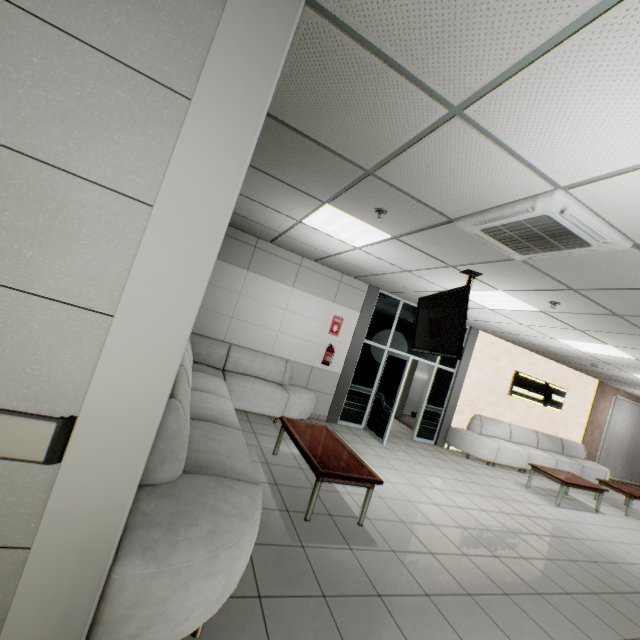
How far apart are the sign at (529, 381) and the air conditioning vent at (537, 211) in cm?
707

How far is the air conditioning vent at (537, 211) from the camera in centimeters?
237cm

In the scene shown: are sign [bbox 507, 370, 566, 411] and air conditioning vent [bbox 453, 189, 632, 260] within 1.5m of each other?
no

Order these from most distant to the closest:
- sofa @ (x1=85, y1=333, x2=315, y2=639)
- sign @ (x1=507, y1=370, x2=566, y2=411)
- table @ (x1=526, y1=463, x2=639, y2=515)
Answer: sign @ (x1=507, y1=370, x2=566, y2=411)
table @ (x1=526, y1=463, x2=639, y2=515)
sofa @ (x1=85, y1=333, x2=315, y2=639)

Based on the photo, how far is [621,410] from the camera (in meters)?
11.20

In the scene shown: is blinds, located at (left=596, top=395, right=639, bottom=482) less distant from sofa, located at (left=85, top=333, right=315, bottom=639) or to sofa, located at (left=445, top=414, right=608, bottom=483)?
sofa, located at (left=445, top=414, right=608, bottom=483)

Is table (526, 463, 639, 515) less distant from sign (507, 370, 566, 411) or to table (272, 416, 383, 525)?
sign (507, 370, 566, 411)

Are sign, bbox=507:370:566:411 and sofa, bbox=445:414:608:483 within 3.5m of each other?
yes
